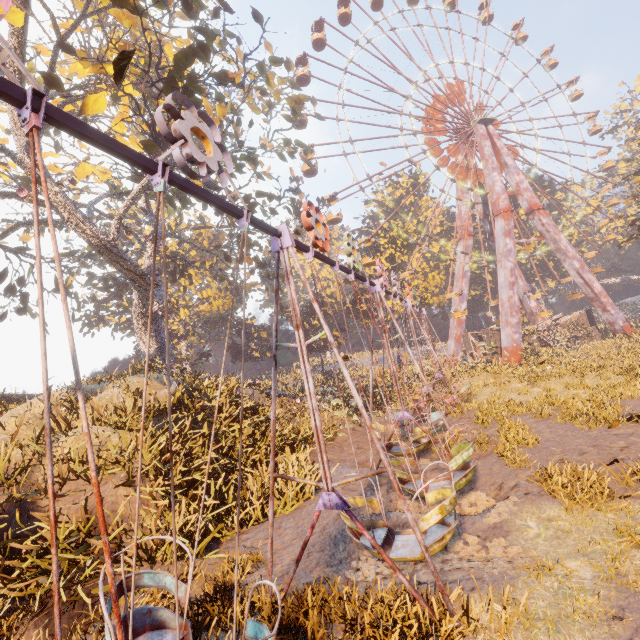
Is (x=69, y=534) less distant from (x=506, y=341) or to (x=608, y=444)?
(x=608, y=444)

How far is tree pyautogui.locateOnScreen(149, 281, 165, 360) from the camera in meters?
20.1

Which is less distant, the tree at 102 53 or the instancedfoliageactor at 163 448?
the instancedfoliageactor at 163 448

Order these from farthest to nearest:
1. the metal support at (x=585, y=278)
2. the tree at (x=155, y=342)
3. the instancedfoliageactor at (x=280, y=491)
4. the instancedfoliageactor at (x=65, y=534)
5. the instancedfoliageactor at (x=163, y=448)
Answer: the metal support at (x=585, y=278), the tree at (x=155, y=342), the instancedfoliageactor at (x=280, y=491), the instancedfoliageactor at (x=163, y=448), the instancedfoliageactor at (x=65, y=534)

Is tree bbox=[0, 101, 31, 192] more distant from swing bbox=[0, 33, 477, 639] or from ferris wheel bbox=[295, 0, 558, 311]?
swing bbox=[0, 33, 477, 639]

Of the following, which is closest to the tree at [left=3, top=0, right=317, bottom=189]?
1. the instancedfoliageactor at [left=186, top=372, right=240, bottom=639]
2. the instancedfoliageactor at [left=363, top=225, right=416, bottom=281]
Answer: the instancedfoliageactor at [left=186, top=372, right=240, bottom=639]

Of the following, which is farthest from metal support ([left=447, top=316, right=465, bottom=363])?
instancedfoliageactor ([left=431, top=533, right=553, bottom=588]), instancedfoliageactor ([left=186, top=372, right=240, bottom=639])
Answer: instancedfoliageactor ([left=186, top=372, right=240, bottom=639])

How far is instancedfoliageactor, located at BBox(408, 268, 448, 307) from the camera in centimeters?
4034cm
